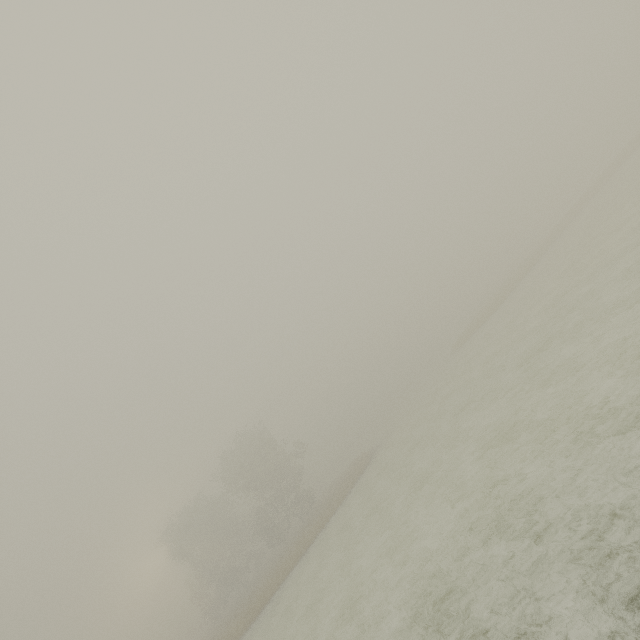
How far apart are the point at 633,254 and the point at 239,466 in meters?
39.2
